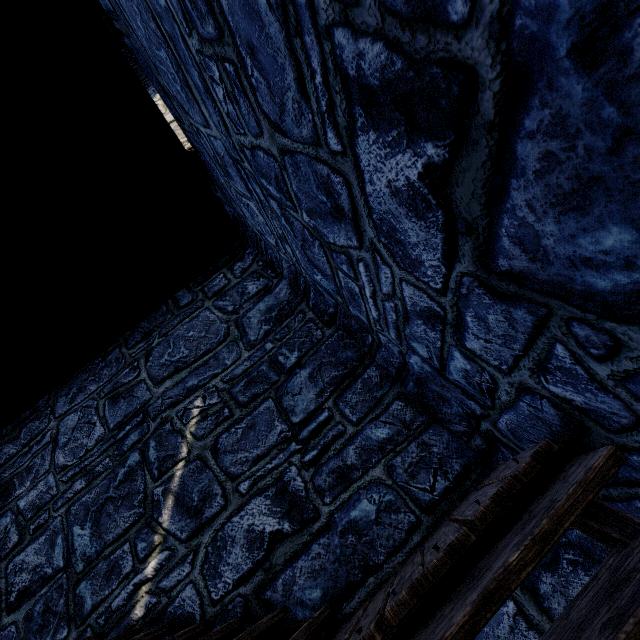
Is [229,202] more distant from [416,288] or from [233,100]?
[416,288]
